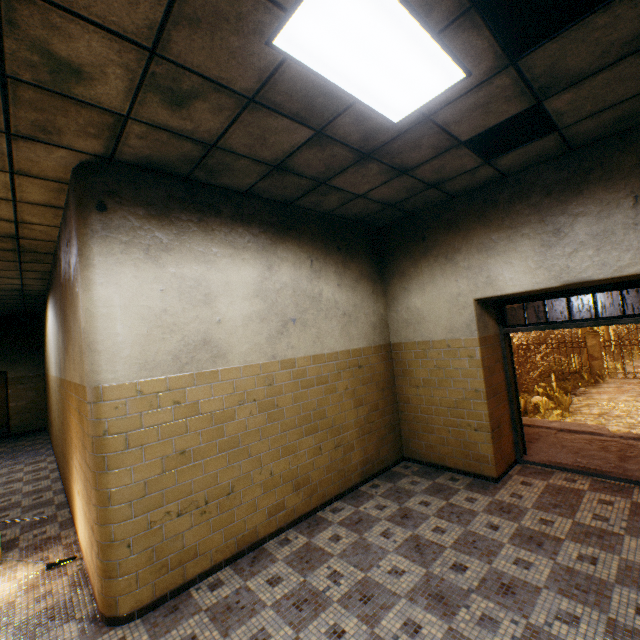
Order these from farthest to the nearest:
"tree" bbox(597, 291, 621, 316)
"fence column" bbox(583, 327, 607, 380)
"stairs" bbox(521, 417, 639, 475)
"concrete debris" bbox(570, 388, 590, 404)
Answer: "tree" bbox(597, 291, 621, 316)
"fence column" bbox(583, 327, 607, 380)
"concrete debris" bbox(570, 388, 590, 404)
"stairs" bbox(521, 417, 639, 475)

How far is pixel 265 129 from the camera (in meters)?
2.70

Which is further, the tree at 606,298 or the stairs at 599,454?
the tree at 606,298

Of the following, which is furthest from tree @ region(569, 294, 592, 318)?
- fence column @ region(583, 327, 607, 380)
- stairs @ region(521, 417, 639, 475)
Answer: stairs @ region(521, 417, 639, 475)

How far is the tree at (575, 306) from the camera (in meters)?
20.36

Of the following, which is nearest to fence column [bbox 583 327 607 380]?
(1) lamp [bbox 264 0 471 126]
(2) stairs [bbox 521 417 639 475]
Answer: (2) stairs [bbox 521 417 639 475]

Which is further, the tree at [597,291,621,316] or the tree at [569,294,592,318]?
the tree at [569,294,592,318]

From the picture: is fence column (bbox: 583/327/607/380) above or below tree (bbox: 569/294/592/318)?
below
